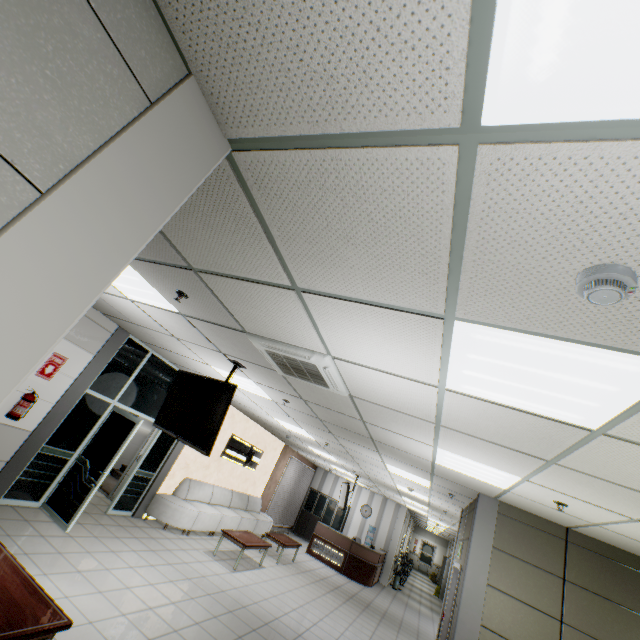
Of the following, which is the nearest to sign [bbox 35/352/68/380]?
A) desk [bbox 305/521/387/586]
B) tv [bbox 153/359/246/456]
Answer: tv [bbox 153/359/246/456]

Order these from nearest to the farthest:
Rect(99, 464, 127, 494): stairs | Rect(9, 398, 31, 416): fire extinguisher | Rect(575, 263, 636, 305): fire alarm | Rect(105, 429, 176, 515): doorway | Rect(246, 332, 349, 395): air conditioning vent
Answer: Rect(575, 263, 636, 305): fire alarm → Rect(246, 332, 349, 395): air conditioning vent → Rect(9, 398, 31, 416): fire extinguisher → Rect(105, 429, 176, 515): doorway → Rect(99, 464, 127, 494): stairs

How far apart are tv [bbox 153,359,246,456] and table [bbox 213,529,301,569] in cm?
474

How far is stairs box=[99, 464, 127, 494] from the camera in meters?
8.5

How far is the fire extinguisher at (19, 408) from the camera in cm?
497

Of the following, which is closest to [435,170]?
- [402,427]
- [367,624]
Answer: [402,427]

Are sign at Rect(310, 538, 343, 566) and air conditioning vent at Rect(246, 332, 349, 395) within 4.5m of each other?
no

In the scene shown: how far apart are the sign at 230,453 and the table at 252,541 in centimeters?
212cm
